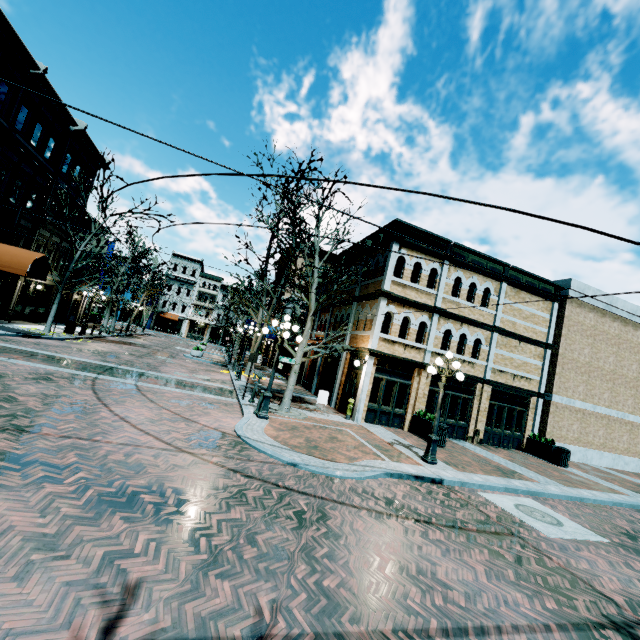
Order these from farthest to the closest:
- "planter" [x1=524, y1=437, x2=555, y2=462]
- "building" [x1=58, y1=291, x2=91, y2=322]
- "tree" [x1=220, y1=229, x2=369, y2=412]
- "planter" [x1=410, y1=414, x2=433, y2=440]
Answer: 1. "building" [x1=58, y1=291, x2=91, y2=322]
2. "planter" [x1=524, y1=437, x2=555, y2=462]
3. "planter" [x1=410, y1=414, x2=433, y2=440]
4. "tree" [x1=220, y1=229, x2=369, y2=412]

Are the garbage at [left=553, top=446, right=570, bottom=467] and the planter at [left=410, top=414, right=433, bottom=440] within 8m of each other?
yes

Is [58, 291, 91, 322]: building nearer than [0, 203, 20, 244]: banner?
No

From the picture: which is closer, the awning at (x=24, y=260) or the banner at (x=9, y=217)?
the awning at (x=24, y=260)

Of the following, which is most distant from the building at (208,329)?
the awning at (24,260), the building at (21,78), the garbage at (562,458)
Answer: the garbage at (562,458)

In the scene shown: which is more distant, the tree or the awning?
the awning

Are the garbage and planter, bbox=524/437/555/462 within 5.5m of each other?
yes

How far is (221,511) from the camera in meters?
5.1 m
